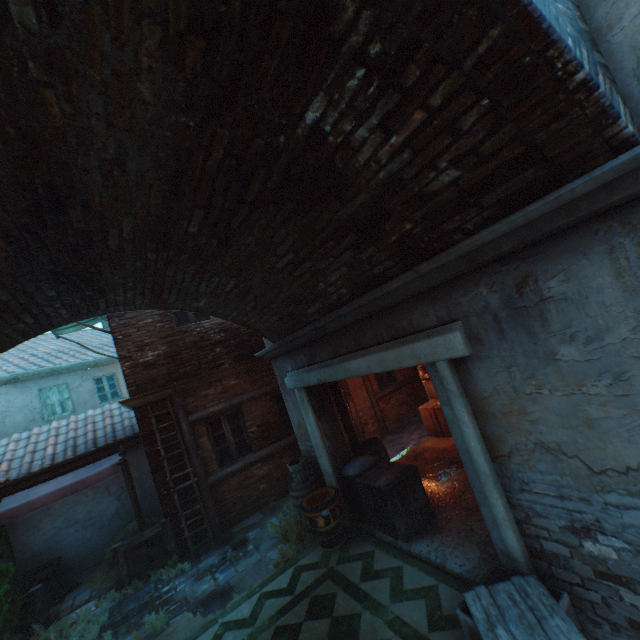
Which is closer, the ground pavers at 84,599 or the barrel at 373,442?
the ground pavers at 84,599

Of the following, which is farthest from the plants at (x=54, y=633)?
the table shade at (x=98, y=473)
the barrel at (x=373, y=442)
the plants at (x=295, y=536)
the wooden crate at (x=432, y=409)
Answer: the wooden crate at (x=432, y=409)

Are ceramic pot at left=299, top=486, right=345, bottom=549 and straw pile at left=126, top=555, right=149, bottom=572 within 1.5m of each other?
no

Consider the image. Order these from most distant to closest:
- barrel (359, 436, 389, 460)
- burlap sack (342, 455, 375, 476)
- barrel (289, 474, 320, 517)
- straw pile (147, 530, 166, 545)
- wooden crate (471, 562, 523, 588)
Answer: straw pile (147, 530, 166, 545), barrel (359, 436, 389, 460), barrel (289, 474, 320, 517), burlap sack (342, 455, 375, 476), wooden crate (471, 562, 523, 588)

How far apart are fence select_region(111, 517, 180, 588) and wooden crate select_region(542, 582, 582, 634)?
6.8m

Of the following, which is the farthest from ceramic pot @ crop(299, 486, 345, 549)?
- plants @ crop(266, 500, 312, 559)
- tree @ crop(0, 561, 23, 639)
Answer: tree @ crop(0, 561, 23, 639)

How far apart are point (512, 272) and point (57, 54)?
3.4m

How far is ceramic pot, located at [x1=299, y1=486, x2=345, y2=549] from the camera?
5.8m
